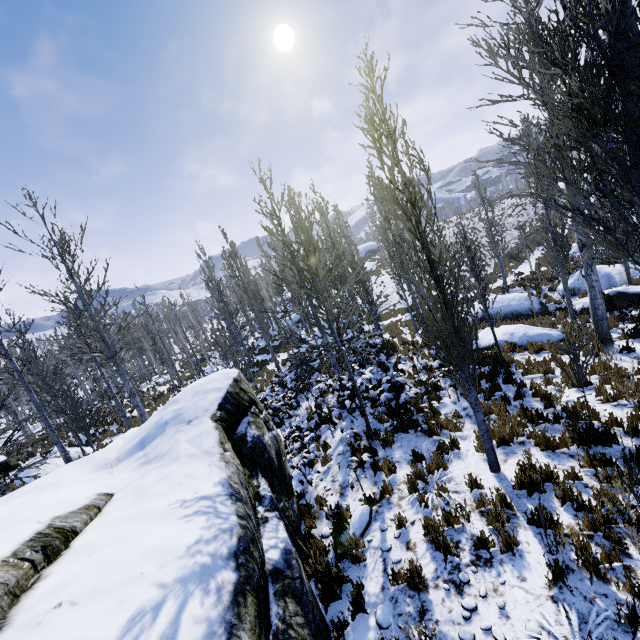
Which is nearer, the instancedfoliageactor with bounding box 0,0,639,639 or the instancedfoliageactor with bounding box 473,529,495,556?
the instancedfoliageactor with bounding box 473,529,495,556

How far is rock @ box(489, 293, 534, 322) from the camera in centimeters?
1648cm

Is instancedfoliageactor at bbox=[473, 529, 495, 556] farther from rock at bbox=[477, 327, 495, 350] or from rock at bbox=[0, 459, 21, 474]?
rock at bbox=[0, 459, 21, 474]

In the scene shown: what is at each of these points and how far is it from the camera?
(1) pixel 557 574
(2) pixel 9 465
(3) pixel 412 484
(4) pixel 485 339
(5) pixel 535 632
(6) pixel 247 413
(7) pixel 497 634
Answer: (1) instancedfoliageactor, 3.6 meters
(2) rock, 16.1 meters
(3) instancedfoliageactor, 6.0 meters
(4) rock, 12.8 meters
(5) instancedfoliageactor, 3.2 meters
(6) rock, 6.3 meters
(7) instancedfoliageactor, 3.3 meters

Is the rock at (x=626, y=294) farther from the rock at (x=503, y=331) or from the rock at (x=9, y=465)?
the rock at (x=9, y=465)

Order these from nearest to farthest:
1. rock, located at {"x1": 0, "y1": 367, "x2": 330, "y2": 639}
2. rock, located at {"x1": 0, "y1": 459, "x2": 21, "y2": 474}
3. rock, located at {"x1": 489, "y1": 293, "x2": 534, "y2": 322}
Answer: rock, located at {"x1": 0, "y1": 367, "x2": 330, "y2": 639} < rock, located at {"x1": 0, "y1": 459, "x2": 21, "y2": 474} < rock, located at {"x1": 489, "y1": 293, "x2": 534, "y2": 322}

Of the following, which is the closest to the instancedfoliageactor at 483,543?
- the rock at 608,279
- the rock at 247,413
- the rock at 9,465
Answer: the rock at 247,413

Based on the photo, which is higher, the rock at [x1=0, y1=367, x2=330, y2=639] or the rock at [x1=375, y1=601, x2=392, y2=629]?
the rock at [x1=0, y1=367, x2=330, y2=639]
